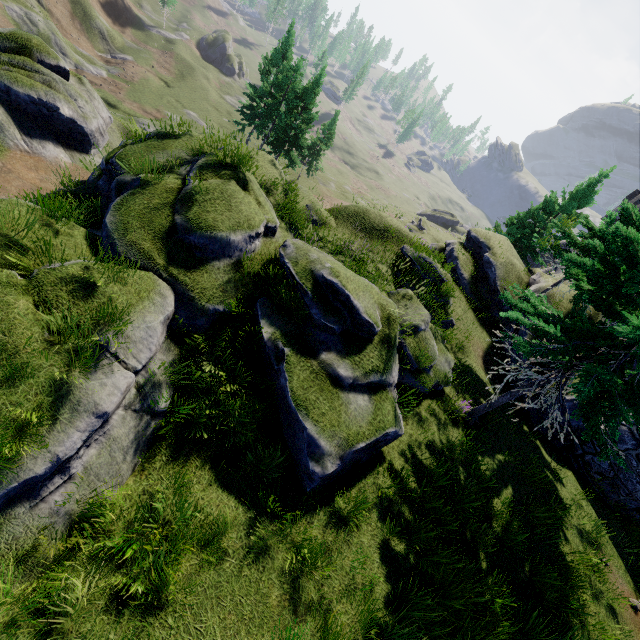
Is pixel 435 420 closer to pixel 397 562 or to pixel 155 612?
pixel 397 562

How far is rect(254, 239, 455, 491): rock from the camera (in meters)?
7.05

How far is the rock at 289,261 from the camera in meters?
7.1
